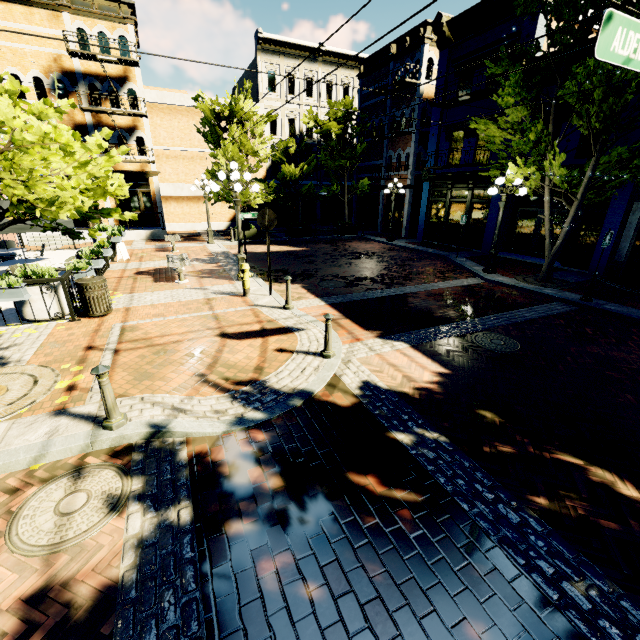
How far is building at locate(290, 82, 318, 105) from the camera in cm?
2614

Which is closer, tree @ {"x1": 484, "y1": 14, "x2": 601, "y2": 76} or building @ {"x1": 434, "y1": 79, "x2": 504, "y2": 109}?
tree @ {"x1": 484, "y1": 14, "x2": 601, "y2": 76}

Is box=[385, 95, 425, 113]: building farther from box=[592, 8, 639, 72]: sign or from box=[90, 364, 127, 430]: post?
box=[90, 364, 127, 430]: post

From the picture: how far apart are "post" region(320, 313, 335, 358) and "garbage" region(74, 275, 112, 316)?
5.45m

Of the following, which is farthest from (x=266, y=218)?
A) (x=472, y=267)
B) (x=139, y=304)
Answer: (x=472, y=267)

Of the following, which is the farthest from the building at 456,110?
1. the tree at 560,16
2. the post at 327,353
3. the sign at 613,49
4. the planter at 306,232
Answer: the post at 327,353

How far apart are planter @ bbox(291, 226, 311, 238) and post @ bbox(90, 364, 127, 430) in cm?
1793

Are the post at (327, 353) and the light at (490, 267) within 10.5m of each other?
yes
